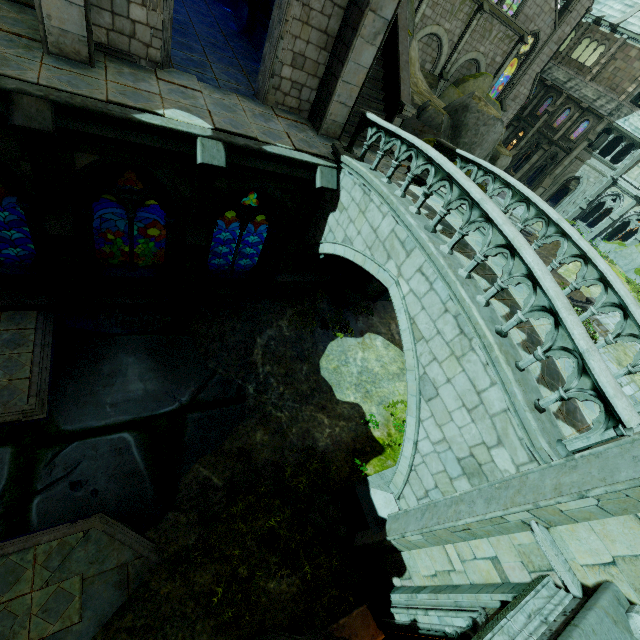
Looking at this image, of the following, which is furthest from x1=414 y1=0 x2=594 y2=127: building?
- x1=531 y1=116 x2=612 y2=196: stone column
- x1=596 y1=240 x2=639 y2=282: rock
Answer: x1=596 y1=240 x2=639 y2=282: rock

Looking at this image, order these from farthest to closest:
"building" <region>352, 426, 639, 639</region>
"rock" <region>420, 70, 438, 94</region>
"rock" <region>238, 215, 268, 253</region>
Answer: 1. "rock" <region>238, 215, 268, 253</region>
2. "rock" <region>420, 70, 438, 94</region>
3. "building" <region>352, 426, 639, 639</region>

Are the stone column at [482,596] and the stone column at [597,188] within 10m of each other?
no

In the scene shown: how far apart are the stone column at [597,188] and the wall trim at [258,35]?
37.02m

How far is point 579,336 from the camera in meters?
4.7 m

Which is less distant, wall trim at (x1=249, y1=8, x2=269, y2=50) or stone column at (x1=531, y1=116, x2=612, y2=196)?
wall trim at (x1=249, y1=8, x2=269, y2=50)

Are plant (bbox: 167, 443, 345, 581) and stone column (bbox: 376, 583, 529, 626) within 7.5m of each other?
yes

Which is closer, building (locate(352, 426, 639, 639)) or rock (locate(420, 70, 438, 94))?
building (locate(352, 426, 639, 639))
